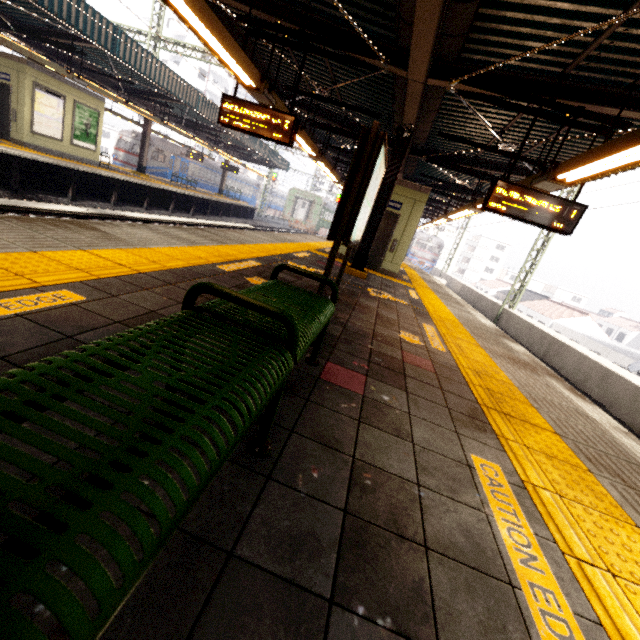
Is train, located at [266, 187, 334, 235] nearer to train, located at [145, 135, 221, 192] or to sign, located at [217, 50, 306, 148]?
train, located at [145, 135, 221, 192]

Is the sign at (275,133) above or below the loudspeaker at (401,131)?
below

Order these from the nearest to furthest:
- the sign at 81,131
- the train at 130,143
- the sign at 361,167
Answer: the sign at 361,167
the sign at 81,131
the train at 130,143

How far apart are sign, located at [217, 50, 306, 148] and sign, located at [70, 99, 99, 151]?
12.3 meters

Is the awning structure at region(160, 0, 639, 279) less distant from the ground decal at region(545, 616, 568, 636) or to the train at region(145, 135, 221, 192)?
the ground decal at region(545, 616, 568, 636)

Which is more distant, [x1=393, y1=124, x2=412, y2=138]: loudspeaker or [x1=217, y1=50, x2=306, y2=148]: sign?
[x1=393, y1=124, x2=412, y2=138]: loudspeaker

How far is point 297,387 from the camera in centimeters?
223cm

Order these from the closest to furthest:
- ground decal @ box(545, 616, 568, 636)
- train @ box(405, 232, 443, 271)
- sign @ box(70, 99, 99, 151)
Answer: ground decal @ box(545, 616, 568, 636) → sign @ box(70, 99, 99, 151) → train @ box(405, 232, 443, 271)
